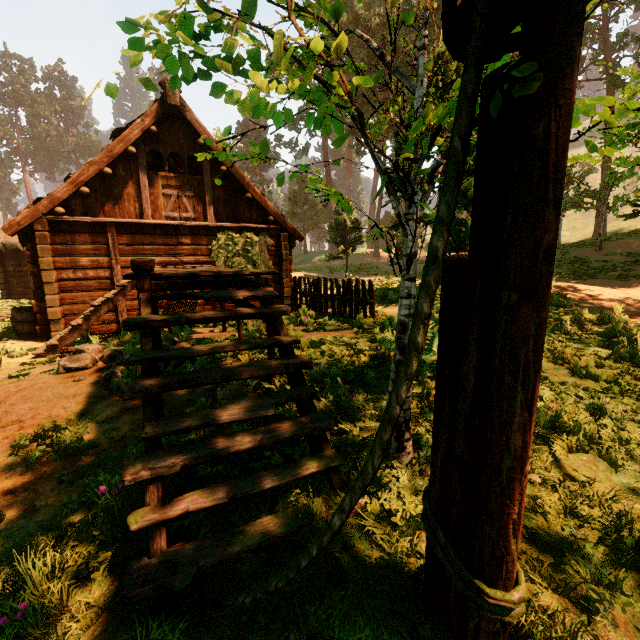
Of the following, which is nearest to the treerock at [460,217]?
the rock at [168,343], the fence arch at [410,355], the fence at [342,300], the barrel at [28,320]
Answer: the fence arch at [410,355]

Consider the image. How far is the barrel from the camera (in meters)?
10.04

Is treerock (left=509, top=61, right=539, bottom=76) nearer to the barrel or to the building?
the building

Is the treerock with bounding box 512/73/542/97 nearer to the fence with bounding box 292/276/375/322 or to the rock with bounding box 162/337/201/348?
the fence with bounding box 292/276/375/322

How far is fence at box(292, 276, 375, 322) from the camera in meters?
9.7 m

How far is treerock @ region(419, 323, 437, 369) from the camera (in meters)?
4.59

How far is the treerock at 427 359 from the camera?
4.6m

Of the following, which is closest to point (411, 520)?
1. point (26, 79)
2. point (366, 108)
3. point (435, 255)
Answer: point (435, 255)
